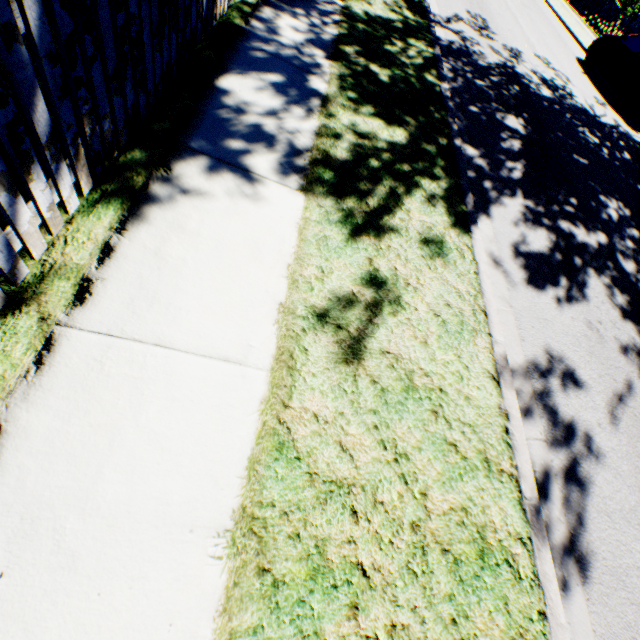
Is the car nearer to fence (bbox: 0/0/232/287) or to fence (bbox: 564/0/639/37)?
fence (bbox: 564/0/639/37)

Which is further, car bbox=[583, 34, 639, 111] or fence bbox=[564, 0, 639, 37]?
fence bbox=[564, 0, 639, 37]

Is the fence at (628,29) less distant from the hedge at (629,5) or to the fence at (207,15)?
the fence at (207,15)

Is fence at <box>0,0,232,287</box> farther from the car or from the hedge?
the hedge

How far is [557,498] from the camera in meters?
2.5 m

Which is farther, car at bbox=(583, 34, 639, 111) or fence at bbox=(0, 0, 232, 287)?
car at bbox=(583, 34, 639, 111)

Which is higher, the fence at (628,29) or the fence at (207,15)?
the fence at (628,29)
